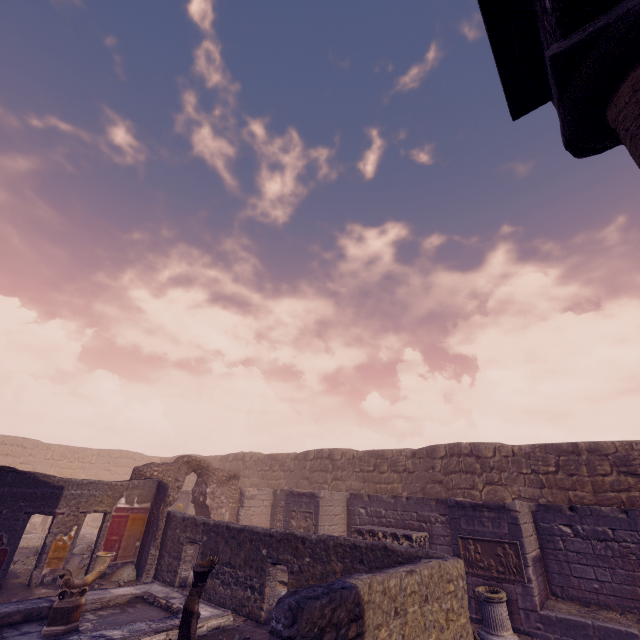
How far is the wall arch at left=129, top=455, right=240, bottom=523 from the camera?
13.18m

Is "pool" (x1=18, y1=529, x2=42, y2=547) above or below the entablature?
below

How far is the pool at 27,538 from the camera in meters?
14.1 m

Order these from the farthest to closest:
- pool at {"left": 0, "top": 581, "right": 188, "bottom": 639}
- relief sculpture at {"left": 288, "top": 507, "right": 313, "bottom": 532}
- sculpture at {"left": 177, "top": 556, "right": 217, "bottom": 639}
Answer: relief sculpture at {"left": 288, "top": 507, "right": 313, "bottom": 532}, pool at {"left": 0, "top": 581, "right": 188, "bottom": 639}, sculpture at {"left": 177, "top": 556, "right": 217, "bottom": 639}

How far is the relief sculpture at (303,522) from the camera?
12.4 meters

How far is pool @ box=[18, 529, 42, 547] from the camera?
14.1 meters

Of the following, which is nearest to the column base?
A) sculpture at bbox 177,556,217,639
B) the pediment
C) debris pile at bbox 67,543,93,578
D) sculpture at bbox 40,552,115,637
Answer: sculpture at bbox 177,556,217,639

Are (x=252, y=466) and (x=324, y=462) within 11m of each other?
yes
